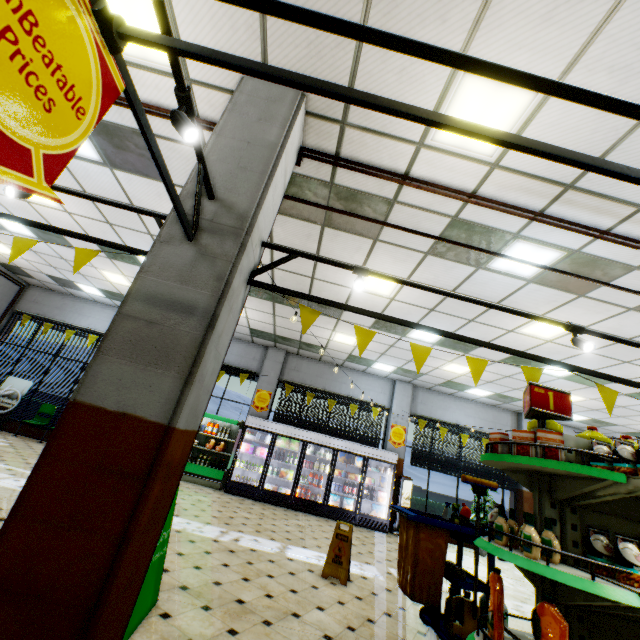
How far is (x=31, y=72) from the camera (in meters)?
1.03

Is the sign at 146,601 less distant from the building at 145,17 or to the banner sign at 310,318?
the building at 145,17

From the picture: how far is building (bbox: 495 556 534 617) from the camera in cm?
566

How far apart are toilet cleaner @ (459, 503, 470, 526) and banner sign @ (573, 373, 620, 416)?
2.1m

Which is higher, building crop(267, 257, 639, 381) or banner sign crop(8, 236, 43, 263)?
building crop(267, 257, 639, 381)

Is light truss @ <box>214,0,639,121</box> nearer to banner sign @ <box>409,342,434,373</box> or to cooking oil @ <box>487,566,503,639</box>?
banner sign @ <box>409,342,434,373</box>

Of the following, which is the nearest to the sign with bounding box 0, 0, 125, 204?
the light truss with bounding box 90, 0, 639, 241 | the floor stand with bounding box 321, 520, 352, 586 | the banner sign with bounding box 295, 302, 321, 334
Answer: the light truss with bounding box 90, 0, 639, 241

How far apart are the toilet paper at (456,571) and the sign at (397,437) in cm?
735
